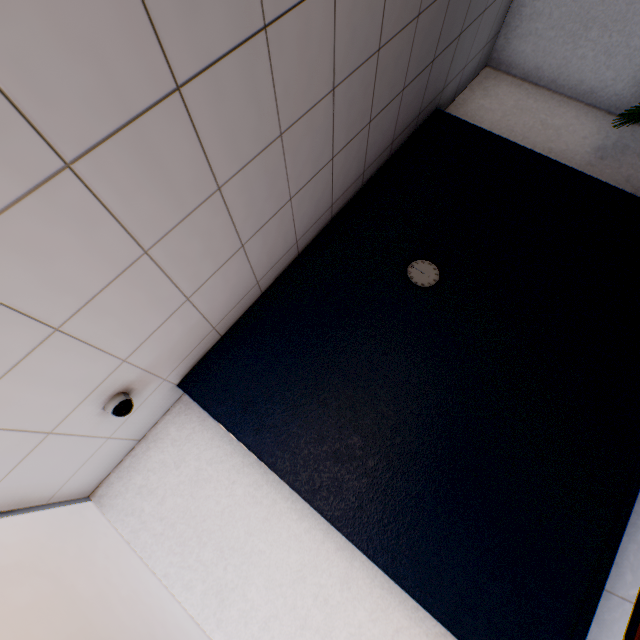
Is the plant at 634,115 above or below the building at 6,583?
below

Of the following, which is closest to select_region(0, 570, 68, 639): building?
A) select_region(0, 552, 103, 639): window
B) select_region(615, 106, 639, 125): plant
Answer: select_region(0, 552, 103, 639): window

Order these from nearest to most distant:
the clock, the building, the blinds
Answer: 1. the blinds
2. the clock
3. the building

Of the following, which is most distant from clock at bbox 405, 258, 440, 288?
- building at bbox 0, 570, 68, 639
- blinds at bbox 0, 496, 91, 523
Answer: building at bbox 0, 570, 68, 639

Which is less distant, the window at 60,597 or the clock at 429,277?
the window at 60,597

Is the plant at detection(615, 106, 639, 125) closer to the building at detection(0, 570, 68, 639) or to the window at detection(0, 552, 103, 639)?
the window at detection(0, 552, 103, 639)

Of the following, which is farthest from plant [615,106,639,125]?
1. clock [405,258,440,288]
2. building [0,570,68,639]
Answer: building [0,570,68,639]

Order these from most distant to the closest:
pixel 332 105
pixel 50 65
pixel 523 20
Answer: pixel 523 20 < pixel 332 105 < pixel 50 65
